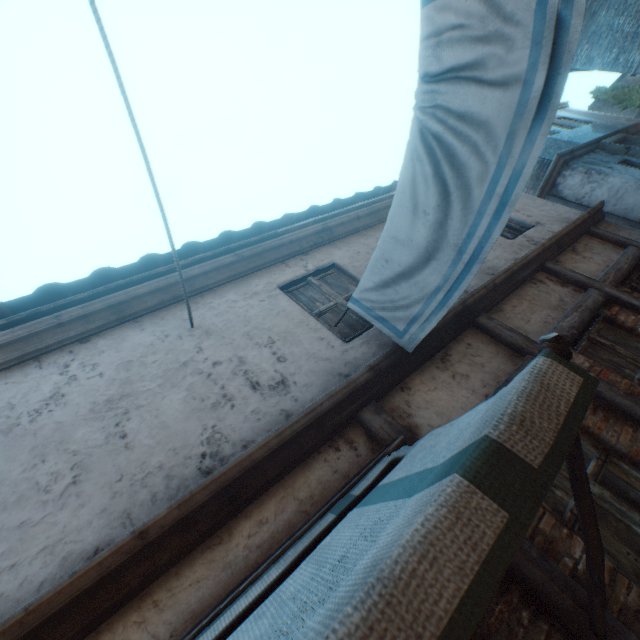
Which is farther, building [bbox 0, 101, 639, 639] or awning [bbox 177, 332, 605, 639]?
building [bbox 0, 101, 639, 639]

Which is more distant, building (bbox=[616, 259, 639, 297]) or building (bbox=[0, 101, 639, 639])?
building (bbox=[616, 259, 639, 297])

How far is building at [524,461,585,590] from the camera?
2.1 meters

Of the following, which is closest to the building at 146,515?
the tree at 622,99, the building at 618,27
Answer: the tree at 622,99

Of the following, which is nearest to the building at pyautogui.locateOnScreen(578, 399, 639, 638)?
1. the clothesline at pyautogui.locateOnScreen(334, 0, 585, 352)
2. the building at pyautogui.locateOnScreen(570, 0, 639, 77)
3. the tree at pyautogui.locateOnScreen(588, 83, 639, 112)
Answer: the clothesline at pyautogui.locateOnScreen(334, 0, 585, 352)

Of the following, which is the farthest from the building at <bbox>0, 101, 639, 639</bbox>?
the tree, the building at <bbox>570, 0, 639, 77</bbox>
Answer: the building at <bbox>570, 0, 639, 77</bbox>

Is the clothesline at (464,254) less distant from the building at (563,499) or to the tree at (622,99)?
the building at (563,499)

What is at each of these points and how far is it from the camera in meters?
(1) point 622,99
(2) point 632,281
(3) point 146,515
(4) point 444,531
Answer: (1) tree, 23.0
(2) building, 4.9
(3) building, 2.2
(4) awning, 0.8
